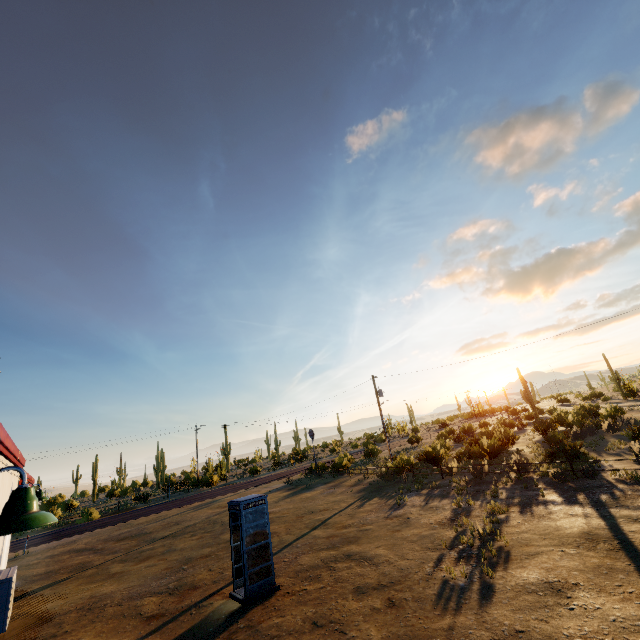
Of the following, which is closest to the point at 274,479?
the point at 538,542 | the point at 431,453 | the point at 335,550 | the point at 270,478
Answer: the point at 270,478

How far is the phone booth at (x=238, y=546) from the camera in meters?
9.7 m

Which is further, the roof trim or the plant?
the plant

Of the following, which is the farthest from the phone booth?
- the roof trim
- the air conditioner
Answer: the air conditioner

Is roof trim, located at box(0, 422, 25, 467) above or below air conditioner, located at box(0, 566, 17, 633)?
above

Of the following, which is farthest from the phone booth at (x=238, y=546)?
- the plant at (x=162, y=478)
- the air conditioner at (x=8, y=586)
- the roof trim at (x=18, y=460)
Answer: the plant at (x=162, y=478)

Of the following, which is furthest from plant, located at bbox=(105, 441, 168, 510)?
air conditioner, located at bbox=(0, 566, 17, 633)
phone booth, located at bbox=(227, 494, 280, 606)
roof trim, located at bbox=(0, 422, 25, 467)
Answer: air conditioner, located at bbox=(0, 566, 17, 633)

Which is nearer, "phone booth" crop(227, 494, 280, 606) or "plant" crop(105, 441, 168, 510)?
"phone booth" crop(227, 494, 280, 606)
